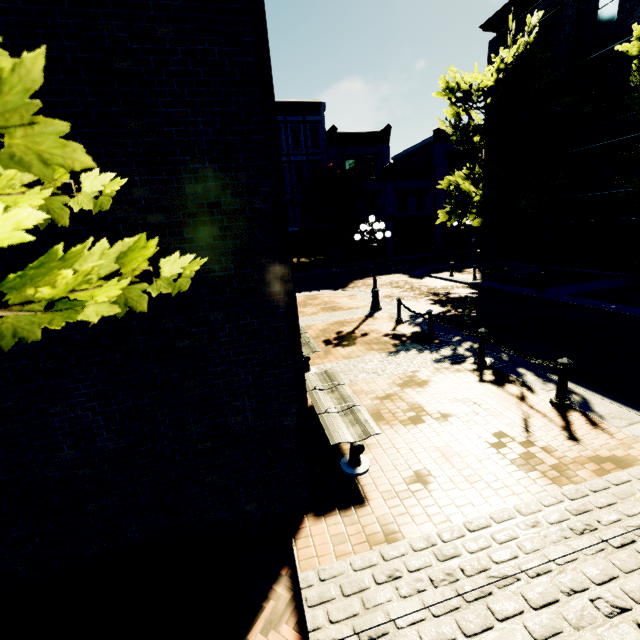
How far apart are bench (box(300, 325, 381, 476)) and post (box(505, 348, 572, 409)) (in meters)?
3.44

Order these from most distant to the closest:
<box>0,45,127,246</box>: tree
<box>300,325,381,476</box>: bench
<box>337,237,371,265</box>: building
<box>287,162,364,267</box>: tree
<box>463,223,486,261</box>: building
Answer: <box>337,237,371,265</box>: building
<box>287,162,364,267</box>: tree
<box>463,223,486,261</box>: building
<box>300,325,381,476</box>: bench
<box>0,45,127,246</box>: tree

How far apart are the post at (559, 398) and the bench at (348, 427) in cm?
344

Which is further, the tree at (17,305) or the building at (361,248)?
the building at (361,248)

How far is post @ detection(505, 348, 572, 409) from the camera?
5.4m

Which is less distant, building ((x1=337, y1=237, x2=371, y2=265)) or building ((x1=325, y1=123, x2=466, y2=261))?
building ((x1=325, y1=123, x2=466, y2=261))

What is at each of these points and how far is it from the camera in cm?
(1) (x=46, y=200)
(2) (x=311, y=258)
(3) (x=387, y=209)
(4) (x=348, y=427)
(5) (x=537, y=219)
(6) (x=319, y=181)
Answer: (1) tree, 69
(2) building, 2966
(3) building, 2956
(4) bench, 468
(5) building, 1942
(6) tree, 2620

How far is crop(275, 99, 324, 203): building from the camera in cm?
2602
